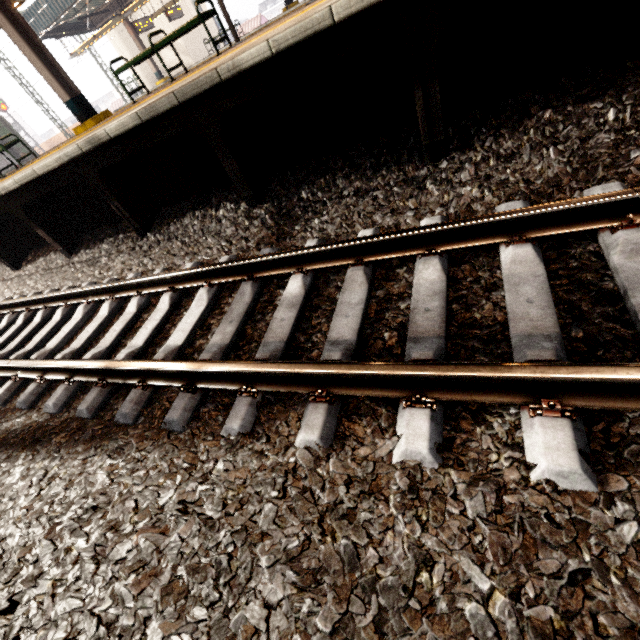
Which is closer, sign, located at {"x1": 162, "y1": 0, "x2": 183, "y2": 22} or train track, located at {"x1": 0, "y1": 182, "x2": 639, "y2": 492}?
train track, located at {"x1": 0, "y1": 182, "x2": 639, "y2": 492}

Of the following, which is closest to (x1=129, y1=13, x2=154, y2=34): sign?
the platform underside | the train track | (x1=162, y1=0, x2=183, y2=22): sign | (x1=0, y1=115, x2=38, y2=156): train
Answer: (x1=162, y1=0, x2=183, y2=22): sign

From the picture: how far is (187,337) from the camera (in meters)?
2.65

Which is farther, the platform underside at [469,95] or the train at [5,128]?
the train at [5,128]

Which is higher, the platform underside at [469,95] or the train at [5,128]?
the train at [5,128]

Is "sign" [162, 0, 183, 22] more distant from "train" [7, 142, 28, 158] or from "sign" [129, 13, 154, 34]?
"train" [7, 142, 28, 158]

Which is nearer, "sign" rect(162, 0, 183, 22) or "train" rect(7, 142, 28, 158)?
"train" rect(7, 142, 28, 158)

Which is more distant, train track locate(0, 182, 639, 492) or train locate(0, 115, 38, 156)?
train locate(0, 115, 38, 156)
